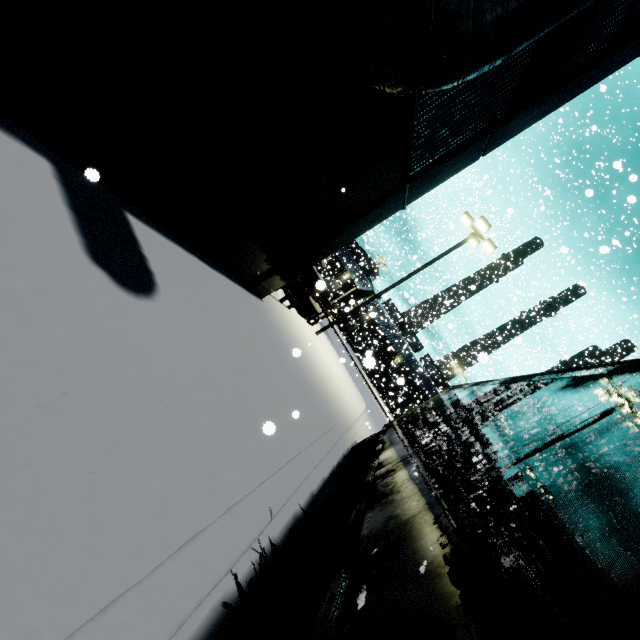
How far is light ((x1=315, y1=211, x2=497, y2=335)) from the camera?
15.5m

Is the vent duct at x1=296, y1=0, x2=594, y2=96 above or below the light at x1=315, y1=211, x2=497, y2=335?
below

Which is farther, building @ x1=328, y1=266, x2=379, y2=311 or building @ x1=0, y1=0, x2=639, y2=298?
building @ x1=328, y1=266, x2=379, y2=311

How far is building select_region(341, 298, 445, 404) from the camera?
37.5m

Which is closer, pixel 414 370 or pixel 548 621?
pixel 548 621

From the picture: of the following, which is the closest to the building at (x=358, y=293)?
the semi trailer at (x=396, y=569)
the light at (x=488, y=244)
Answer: the semi trailer at (x=396, y=569)

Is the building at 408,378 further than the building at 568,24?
Yes

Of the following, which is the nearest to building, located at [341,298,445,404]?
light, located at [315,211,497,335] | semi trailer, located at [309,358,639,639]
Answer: semi trailer, located at [309,358,639,639]
